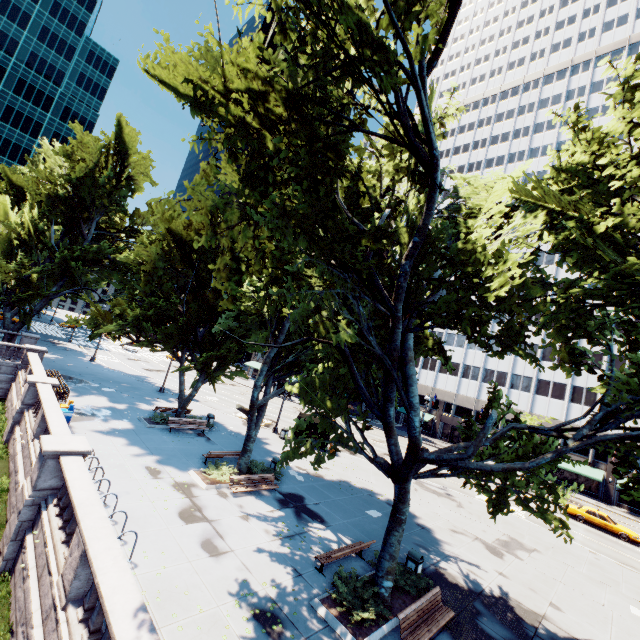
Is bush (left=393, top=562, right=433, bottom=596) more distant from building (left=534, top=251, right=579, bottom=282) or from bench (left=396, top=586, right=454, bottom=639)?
building (left=534, top=251, right=579, bottom=282)

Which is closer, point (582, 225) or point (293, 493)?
point (582, 225)

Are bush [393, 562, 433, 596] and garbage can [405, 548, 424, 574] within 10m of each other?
yes

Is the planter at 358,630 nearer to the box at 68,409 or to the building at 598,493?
the box at 68,409

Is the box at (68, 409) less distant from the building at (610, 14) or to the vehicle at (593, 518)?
the vehicle at (593, 518)

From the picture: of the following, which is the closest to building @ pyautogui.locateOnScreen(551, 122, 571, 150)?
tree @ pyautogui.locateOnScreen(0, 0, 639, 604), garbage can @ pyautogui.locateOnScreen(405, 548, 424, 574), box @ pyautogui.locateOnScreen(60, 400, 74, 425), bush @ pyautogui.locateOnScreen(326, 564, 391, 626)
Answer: tree @ pyautogui.locateOnScreen(0, 0, 639, 604)

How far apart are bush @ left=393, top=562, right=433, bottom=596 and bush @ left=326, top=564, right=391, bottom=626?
0.7 meters

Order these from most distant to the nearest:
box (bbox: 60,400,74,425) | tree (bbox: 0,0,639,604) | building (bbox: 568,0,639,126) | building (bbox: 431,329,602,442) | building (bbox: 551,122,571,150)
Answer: building (bbox: 551,122,571,150)
building (bbox: 568,0,639,126)
building (bbox: 431,329,602,442)
box (bbox: 60,400,74,425)
tree (bbox: 0,0,639,604)
